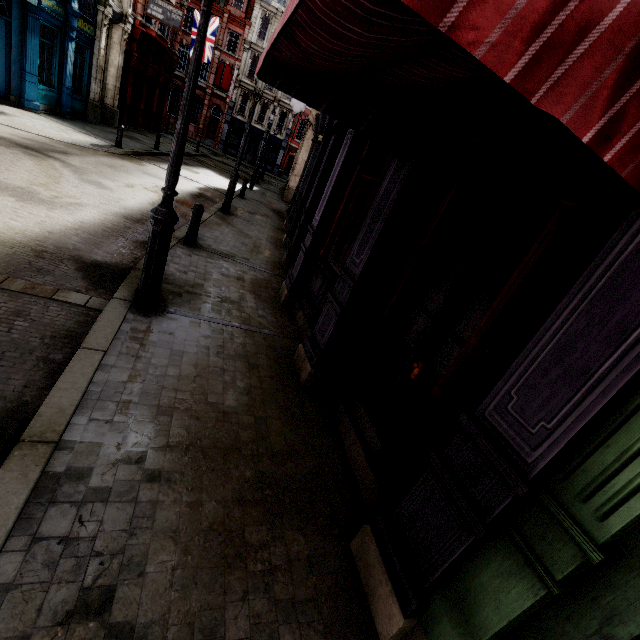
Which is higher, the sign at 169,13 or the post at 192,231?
the sign at 169,13

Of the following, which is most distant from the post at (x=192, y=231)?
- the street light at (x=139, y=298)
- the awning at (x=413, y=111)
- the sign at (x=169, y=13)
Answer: the sign at (x=169, y=13)

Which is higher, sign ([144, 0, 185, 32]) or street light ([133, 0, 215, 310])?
sign ([144, 0, 185, 32])

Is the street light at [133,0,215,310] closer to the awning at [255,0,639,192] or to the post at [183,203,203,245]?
the awning at [255,0,639,192]

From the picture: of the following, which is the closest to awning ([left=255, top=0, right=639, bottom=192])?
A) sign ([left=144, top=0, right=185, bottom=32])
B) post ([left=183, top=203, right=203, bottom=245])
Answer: post ([left=183, top=203, right=203, bottom=245])

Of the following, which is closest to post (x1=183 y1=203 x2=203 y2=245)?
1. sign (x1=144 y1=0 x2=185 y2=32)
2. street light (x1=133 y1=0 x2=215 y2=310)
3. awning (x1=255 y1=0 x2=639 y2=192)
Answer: street light (x1=133 y1=0 x2=215 y2=310)

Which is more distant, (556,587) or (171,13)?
(171,13)

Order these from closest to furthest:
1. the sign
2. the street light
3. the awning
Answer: the awning
the street light
the sign
